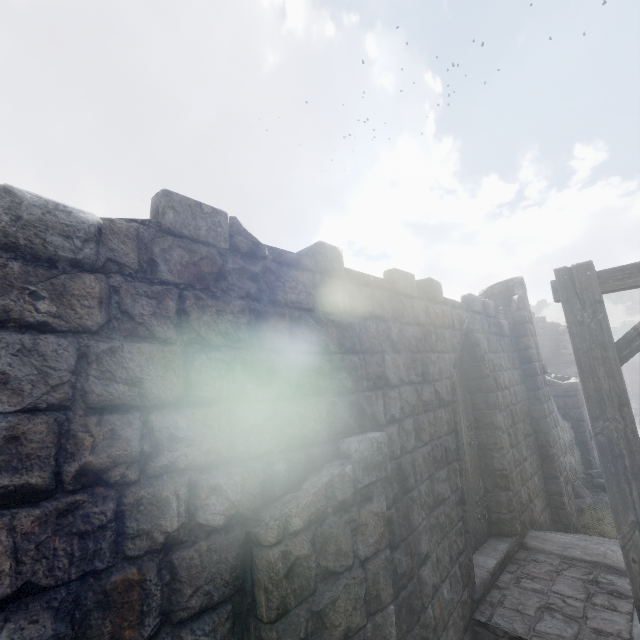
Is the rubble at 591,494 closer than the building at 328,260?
No

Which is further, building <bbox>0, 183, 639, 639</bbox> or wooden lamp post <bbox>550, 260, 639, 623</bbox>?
wooden lamp post <bbox>550, 260, 639, 623</bbox>

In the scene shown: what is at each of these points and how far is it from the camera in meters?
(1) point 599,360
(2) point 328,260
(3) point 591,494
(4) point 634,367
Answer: (1) wooden lamp post, 2.7 m
(2) building, 3.4 m
(3) rubble, 10.1 m
(4) stone arch, 39.3 m

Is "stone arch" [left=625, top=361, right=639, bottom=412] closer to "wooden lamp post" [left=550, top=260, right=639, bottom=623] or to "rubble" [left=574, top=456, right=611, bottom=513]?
"rubble" [left=574, top=456, right=611, bottom=513]

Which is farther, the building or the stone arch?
the stone arch

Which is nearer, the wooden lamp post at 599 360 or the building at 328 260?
the building at 328 260

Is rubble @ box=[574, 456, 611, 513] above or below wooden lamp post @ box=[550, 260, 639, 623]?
below

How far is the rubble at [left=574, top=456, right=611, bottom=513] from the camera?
9.40m
